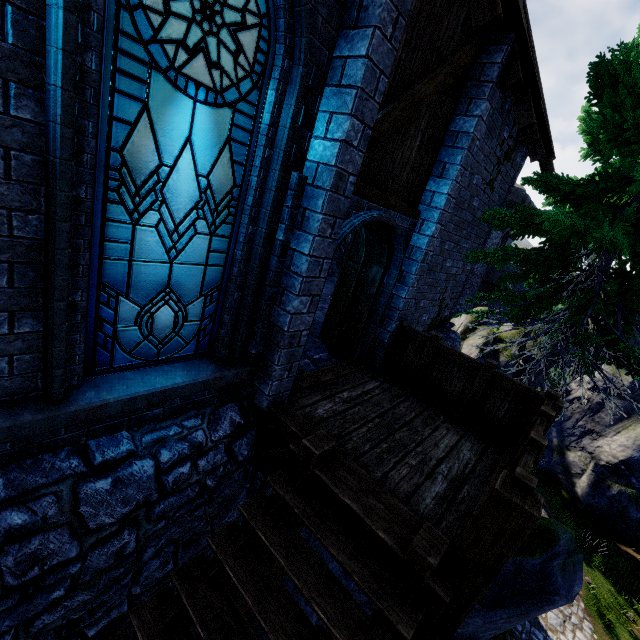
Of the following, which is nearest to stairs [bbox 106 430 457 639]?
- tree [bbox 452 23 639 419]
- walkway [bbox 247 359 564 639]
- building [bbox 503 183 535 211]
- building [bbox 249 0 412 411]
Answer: walkway [bbox 247 359 564 639]

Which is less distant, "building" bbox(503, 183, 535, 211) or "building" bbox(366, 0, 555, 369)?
"building" bbox(366, 0, 555, 369)

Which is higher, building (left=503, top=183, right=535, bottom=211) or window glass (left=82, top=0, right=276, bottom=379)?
building (left=503, top=183, right=535, bottom=211)

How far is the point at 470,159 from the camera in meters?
5.5 m

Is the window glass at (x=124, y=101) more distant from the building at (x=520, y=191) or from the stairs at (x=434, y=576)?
the building at (x=520, y=191)

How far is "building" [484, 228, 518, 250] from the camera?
32.8m

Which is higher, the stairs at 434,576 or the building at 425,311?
the building at 425,311

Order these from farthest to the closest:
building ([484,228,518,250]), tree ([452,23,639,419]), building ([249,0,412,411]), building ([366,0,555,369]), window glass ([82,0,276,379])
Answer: building ([484,228,518,250]), tree ([452,23,639,419]), building ([366,0,555,369]), building ([249,0,412,411]), window glass ([82,0,276,379])
